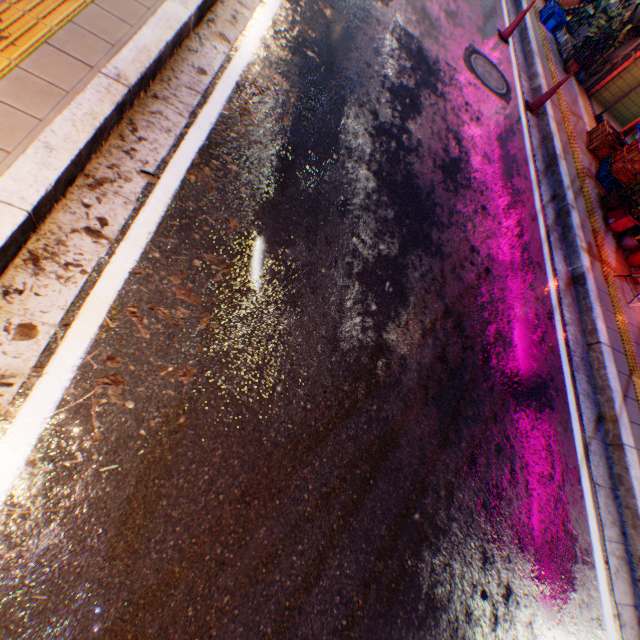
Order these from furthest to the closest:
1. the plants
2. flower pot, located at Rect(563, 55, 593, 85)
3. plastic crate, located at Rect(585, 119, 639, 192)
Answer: flower pot, located at Rect(563, 55, 593, 85) < the plants < plastic crate, located at Rect(585, 119, 639, 192)

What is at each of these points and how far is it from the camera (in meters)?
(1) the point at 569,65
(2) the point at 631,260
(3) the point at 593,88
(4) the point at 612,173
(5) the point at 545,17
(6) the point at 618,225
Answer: (1) flower pot, 8.78
(2) flower pot, 5.94
(3) door, 9.00
(4) plastic crate, 6.68
(5) plastic crate, 9.53
(6) flower pot, 6.04

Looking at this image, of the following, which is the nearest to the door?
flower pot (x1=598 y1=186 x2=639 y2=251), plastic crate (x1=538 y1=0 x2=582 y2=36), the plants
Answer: the plants

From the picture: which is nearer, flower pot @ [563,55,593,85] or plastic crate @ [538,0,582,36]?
flower pot @ [563,55,593,85]

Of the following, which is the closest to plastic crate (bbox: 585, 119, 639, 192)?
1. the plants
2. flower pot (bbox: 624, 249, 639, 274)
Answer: flower pot (bbox: 624, 249, 639, 274)

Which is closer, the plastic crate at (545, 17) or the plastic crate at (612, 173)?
the plastic crate at (612, 173)

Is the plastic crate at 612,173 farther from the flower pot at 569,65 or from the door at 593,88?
the flower pot at 569,65

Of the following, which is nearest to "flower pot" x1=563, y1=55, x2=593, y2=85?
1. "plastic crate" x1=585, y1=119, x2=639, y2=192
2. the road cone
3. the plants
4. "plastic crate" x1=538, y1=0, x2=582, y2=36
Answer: the plants
